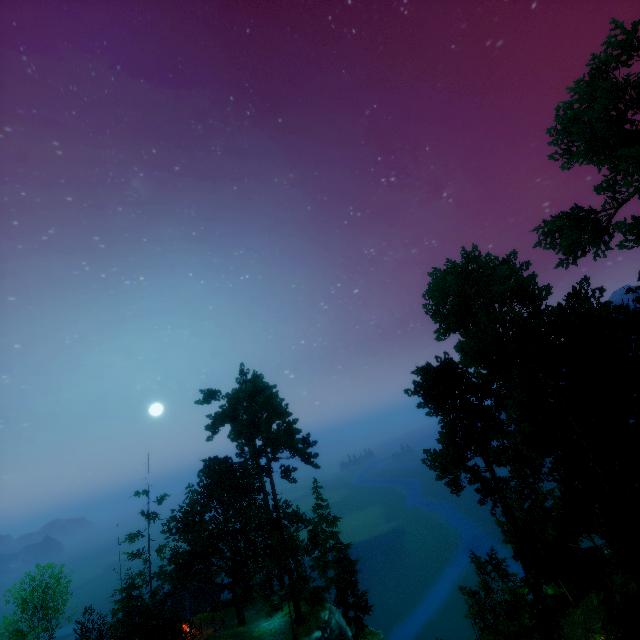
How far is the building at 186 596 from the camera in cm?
2953

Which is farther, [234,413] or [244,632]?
[234,413]

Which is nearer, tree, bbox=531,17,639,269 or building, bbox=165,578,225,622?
tree, bbox=531,17,639,269

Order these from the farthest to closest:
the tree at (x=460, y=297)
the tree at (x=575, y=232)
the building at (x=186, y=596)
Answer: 1. the building at (x=186, y=596)
2. the tree at (x=575, y=232)
3. the tree at (x=460, y=297)

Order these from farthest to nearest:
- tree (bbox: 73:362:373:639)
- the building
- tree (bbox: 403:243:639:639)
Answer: the building
tree (bbox: 73:362:373:639)
tree (bbox: 403:243:639:639)

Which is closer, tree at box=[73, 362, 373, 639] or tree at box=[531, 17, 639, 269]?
tree at box=[531, 17, 639, 269]
